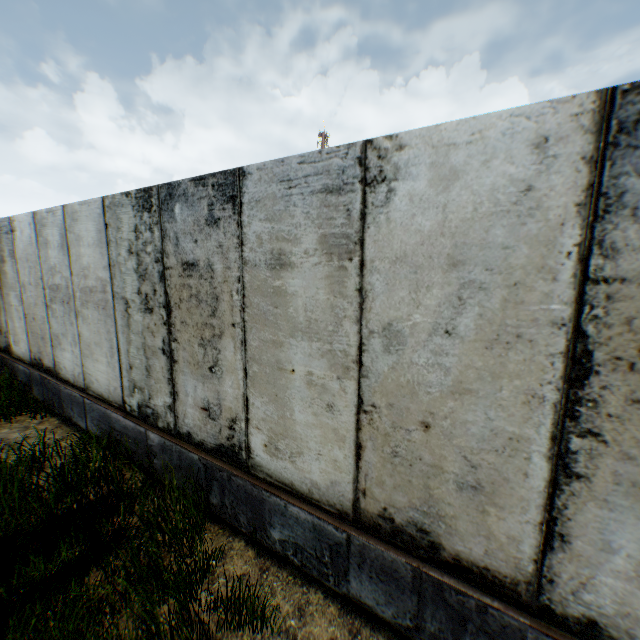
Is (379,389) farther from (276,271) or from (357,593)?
(357,593)
